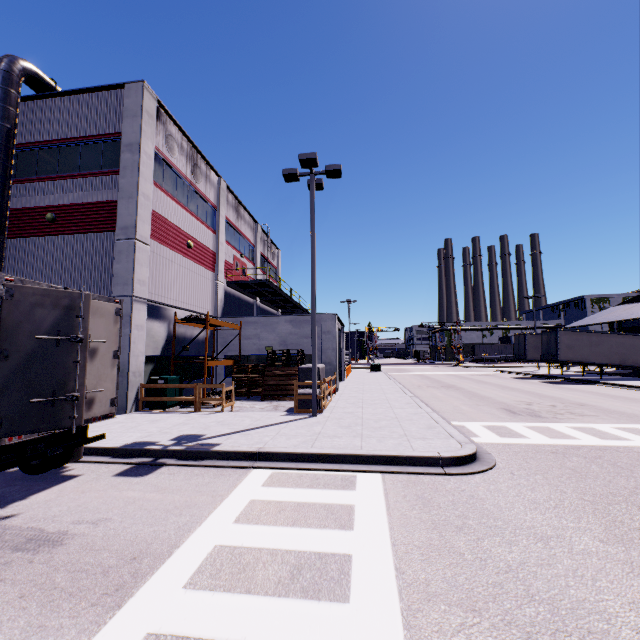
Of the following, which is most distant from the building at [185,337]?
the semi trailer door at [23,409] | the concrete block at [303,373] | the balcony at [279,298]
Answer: the semi trailer door at [23,409]

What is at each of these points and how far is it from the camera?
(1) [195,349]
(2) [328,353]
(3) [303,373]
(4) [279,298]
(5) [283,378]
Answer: (1) building, 19.0m
(2) building, 20.2m
(3) concrete block, 14.2m
(4) balcony, 30.0m
(5) pallet, 18.0m

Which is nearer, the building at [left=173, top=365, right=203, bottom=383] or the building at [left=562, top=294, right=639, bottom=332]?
the building at [left=173, top=365, right=203, bottom=383]

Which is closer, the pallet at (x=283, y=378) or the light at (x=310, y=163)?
the light at (x=310, y=163)

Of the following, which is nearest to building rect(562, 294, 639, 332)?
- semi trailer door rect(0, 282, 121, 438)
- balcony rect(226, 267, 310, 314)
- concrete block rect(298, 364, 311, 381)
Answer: balcony rect(226, 267, 310, 314)

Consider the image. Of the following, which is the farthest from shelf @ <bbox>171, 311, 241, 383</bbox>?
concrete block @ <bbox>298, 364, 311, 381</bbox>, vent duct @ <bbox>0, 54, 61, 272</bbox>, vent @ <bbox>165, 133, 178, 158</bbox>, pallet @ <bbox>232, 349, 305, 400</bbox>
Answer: vent @ <bbox>165, 133, 178, 158</bbox>

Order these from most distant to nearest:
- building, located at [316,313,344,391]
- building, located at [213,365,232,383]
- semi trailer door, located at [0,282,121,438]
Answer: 1. building, located at [213,365,232,383]
2. building, located at [316,313,344,391]
3. semi trailer door, located at [0,282,121,438]

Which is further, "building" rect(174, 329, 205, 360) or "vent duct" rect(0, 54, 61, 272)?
"building" rect(174, 329, 205, 360)
